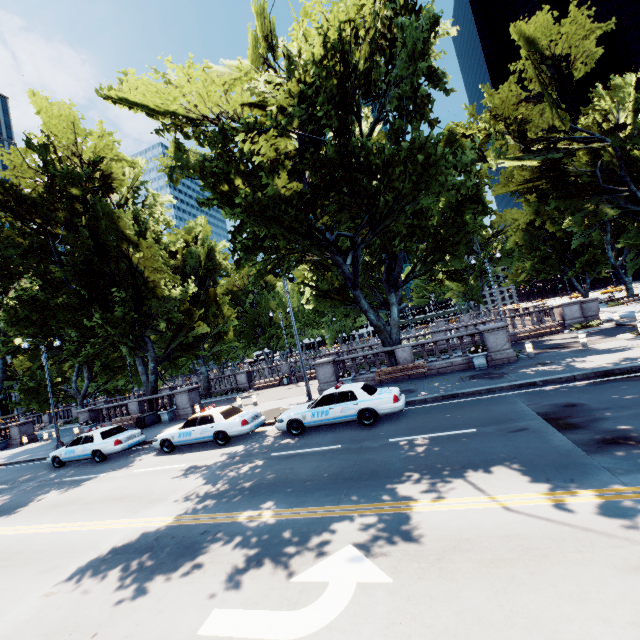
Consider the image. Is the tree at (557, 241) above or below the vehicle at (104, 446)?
above

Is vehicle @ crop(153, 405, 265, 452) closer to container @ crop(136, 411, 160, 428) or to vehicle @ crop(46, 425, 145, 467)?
vehicle @ crop(46, 425, 145, 467)

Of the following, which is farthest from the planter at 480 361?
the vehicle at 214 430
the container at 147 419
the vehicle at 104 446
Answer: the container at 147 419

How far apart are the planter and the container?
21.9 meters

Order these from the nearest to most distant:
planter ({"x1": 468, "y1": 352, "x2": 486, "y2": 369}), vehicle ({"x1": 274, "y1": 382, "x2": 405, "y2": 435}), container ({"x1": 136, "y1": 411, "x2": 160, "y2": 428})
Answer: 1. vehicle ({"x1": 274, "y1": 382, "x2": 405, "y2": 435})
2. planter ({"x1": 468, "y1": 352, "x2": 486, "y2": 369})
3. container ({"x1": 136, "y1": 411, "x2": 160, "y2": 428})

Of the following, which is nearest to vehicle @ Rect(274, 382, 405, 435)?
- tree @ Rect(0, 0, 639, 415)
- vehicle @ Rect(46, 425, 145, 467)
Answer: tree @ Rect(0, 0, 639, 415)

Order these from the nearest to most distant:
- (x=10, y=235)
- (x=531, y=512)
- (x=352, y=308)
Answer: (x=531, y=512) → (x=352, y=308) → (x=10, y=235)

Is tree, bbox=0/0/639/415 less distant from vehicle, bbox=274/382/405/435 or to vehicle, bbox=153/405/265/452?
vehicle, bbox=274/382/405/435
